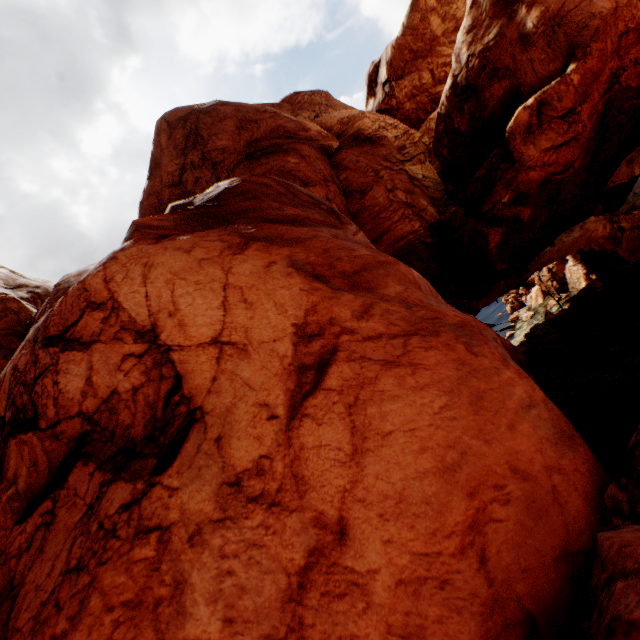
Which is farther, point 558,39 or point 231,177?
point 231,177
